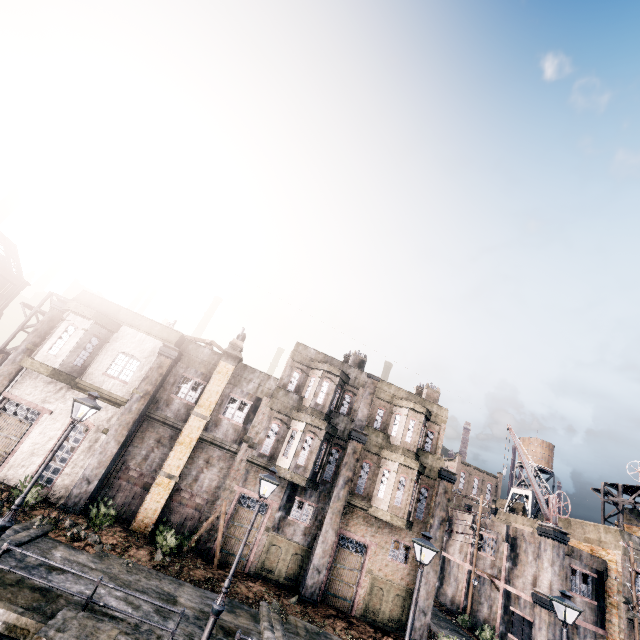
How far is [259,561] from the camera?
18.5 meters

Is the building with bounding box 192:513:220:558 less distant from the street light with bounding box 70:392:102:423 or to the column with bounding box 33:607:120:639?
the street light with bounding box 70:392:102:423

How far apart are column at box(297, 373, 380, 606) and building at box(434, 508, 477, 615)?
19.2 meters

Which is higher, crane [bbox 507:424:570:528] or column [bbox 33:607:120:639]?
crane [bbox 507:424:570:528]

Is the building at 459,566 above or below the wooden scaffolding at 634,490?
below

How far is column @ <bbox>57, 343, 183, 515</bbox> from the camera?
16.6m

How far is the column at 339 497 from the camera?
18.05m

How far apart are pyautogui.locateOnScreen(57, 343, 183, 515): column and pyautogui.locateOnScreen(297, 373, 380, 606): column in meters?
12.1 m
